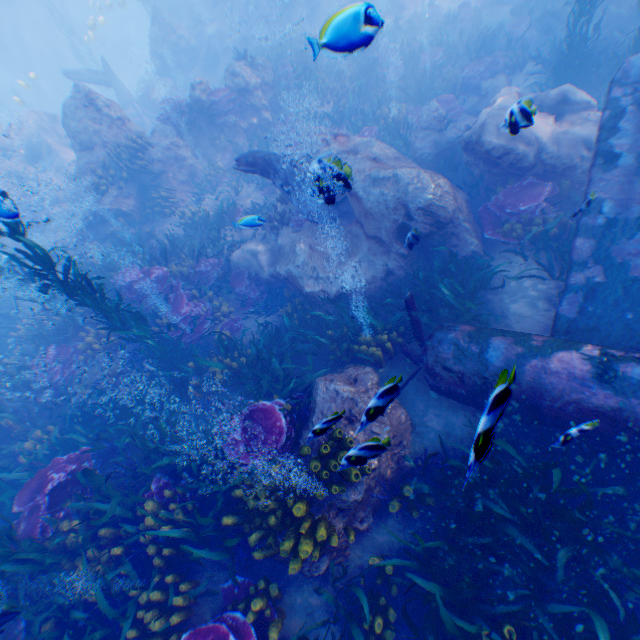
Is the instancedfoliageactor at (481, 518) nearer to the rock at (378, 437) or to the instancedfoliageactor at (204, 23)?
the rock at (378, 437)

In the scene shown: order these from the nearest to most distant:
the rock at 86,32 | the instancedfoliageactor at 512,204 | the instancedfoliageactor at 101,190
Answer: the instancedfoliageactor at 512,204 < the instancedfoliageactor at 101,190 < the rock at 86,32

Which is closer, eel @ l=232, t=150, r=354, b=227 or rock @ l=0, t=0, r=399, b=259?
eel @ l=232, t=150, r=354, b=227

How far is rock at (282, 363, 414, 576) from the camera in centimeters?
329cm

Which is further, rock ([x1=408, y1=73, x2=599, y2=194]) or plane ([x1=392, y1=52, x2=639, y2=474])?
rock ([x1=408, y1=73, x2=599, y2=194])

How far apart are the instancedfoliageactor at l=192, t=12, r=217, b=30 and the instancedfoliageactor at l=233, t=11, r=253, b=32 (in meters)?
1.34

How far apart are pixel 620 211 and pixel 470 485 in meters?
5.5
